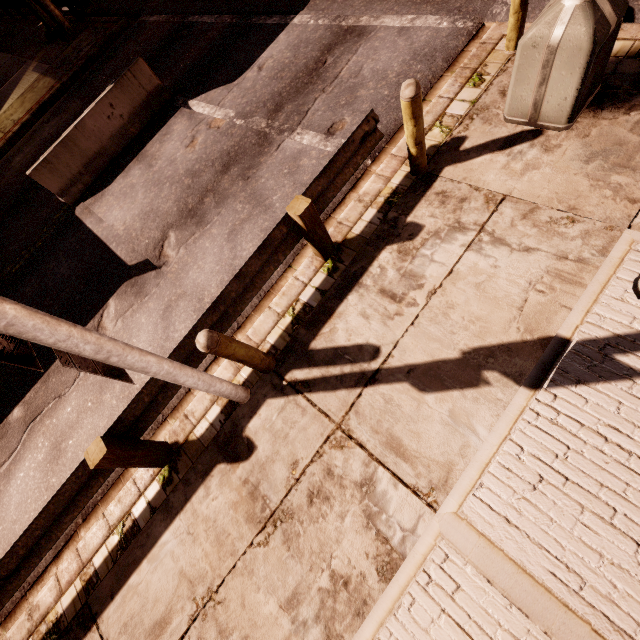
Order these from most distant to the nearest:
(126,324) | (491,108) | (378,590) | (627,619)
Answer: (126,324)
(491,108)
(378,590)
(627,619)

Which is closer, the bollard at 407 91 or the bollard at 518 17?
the bollard at 407 91

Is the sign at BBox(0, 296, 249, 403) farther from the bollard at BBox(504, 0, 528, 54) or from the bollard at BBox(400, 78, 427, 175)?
the bollard at BBox(504, 0, 528, 54)

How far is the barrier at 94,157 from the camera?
7.8m

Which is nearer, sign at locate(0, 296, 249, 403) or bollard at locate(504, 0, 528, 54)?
sign at locate(0, 296, 249, 403)

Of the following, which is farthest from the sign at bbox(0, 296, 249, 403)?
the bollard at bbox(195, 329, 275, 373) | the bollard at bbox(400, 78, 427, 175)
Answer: the bollard at bbox(400, 78, 427, 175)

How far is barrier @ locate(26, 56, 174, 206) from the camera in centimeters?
776cm

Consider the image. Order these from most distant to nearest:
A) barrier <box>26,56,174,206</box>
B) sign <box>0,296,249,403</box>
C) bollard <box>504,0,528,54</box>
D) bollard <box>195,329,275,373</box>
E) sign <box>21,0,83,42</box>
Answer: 1. sign <box>21,0,83,42</box>
2. barrier <box>26,56,174,206</box>
3. bollard <box>504,0,528,54</box>
4. bollard <box>195,329,275,373</box>
5. sign <box>0,296,249,403</box>
